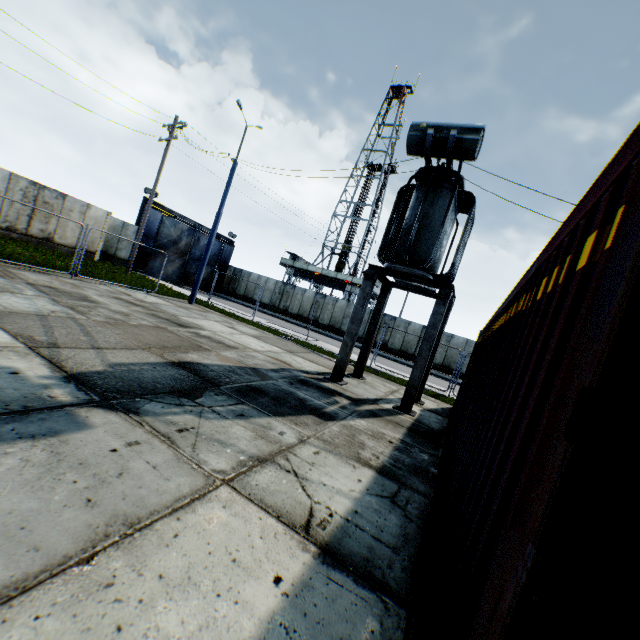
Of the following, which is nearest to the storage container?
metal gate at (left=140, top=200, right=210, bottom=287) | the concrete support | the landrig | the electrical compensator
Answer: the concrete support

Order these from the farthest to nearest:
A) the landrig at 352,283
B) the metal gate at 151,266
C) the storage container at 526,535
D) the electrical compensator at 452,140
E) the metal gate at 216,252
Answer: the landrig at 352,283 → the metal gate at 216,252 → the metal gate at 151,266 → the electrical compensator at 452,140 → the storage container at 526,535

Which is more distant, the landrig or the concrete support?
the landrig

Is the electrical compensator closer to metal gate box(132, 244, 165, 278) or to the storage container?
the storage container

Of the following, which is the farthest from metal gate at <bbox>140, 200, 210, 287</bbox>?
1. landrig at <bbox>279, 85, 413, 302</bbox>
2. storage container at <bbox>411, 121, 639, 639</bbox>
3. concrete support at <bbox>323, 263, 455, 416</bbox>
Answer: storage container at <bbox>411, 121, 639, 639</bbox>

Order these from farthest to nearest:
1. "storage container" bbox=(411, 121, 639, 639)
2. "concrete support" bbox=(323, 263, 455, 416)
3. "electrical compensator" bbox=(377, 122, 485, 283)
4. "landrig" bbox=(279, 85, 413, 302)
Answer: "landrig" bbox=(279, 85, 413, 302)
"concrete support" bbox=(323, 263, 455, 416)
"electrical compensator" bbox=(377, 122, 485, 283)
"storage container" bbox=(411, 121, 639, 639)

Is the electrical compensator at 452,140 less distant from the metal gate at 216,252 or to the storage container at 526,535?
the storage container at 526,535

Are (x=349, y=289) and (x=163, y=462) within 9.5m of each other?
no
